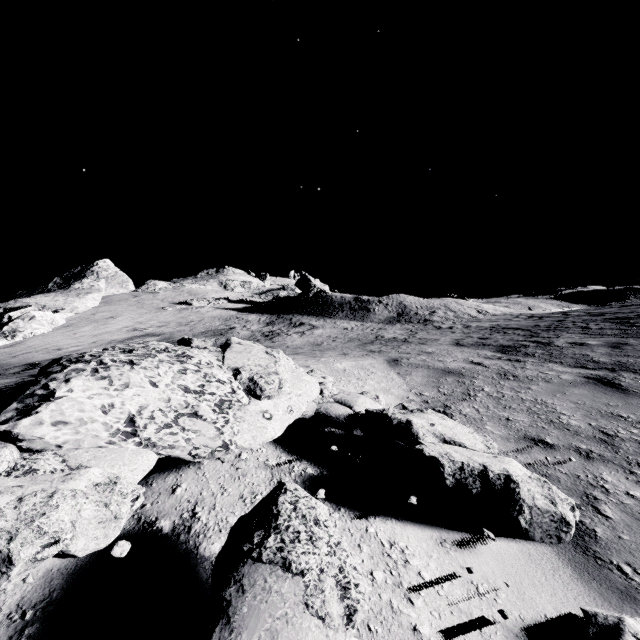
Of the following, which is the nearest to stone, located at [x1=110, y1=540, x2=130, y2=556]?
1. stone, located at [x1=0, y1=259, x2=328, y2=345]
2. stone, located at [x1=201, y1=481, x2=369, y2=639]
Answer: stone, located at [x1=201, y1=481, x2=369, y2=639]

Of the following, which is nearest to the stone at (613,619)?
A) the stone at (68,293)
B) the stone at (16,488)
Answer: the stone at (16,488)

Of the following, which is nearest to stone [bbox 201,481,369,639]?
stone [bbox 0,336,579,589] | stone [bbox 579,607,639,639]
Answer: stone [bbox 0,336,579,589]

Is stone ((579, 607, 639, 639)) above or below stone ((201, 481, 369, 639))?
below

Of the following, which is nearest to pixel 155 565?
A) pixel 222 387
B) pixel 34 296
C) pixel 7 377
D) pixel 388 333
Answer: pixel 222 387

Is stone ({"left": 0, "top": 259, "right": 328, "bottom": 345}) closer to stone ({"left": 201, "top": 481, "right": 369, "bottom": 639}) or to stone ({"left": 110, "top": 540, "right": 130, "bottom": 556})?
stone ({"left": 110, "top": 540, "right": 130, "bottom": 556})

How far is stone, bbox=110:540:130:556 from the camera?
1.42m

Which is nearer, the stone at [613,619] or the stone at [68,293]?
the stone at [613,619]
